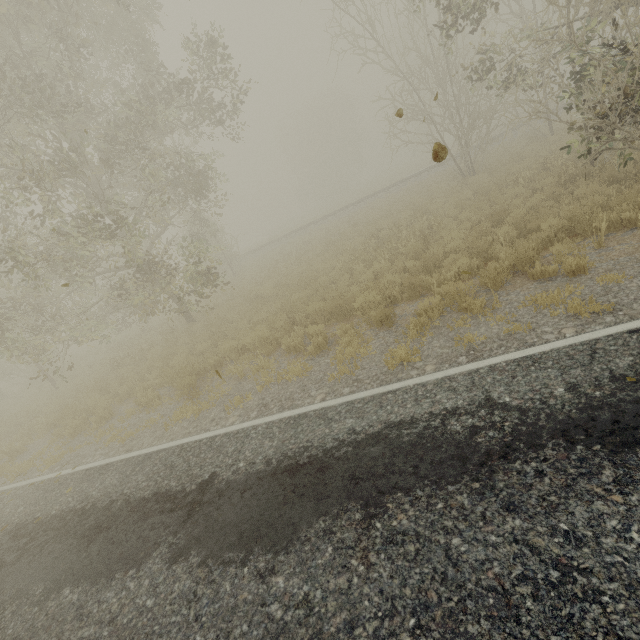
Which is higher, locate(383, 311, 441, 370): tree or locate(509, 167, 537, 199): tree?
locate(509, 167, 537, 199): tree

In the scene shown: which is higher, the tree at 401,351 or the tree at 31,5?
the tree at 31,5

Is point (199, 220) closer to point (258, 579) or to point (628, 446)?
point (258, 579)

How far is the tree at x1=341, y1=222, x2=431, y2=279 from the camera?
10.3 meters

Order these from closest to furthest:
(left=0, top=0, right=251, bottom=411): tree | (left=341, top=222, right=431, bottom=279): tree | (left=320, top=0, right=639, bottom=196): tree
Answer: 1. (left=320, top=0, right=639, bottom=196): tree
2. (left=0, top=0, right=251, bottom=411): tree
3. (left=341, top=222, right=431, bottom=279): tree

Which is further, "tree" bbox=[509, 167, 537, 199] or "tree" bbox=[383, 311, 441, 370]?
"tree" bbox=[509, 167, 537, 199]

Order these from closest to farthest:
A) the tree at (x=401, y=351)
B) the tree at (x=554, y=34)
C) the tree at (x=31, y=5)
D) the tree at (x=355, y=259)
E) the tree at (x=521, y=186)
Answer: the tree at (x=401, y=351)
the tree at (x=554, y=34)
the tree at (x=31, y=5)
the tree at (x=355, y=259)
the tree at (x=521, y=186)
